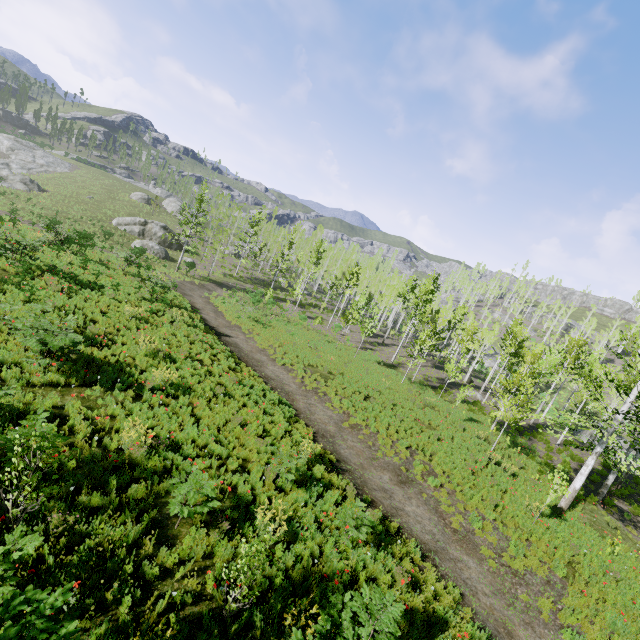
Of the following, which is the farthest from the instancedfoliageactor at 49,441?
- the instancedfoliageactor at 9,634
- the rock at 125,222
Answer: the rock at 125,222

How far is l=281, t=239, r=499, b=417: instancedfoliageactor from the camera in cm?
2698

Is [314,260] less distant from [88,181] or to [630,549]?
[630,549]

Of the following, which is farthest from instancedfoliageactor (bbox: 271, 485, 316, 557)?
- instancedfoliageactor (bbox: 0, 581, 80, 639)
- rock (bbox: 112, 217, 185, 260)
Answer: rock (bbox: 112, 217, 185, 260)

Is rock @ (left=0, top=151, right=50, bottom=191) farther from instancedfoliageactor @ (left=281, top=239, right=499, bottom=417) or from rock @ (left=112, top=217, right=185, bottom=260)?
rock @ (left=112, top=217, right=185, bottom=260)

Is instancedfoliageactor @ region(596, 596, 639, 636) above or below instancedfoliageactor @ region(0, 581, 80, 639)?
below

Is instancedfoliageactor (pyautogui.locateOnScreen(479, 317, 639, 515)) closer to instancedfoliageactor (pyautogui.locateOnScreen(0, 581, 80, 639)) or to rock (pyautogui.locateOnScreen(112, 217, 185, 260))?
instancedfoliageactor (pyautogui.locateOnScreen(0, 581, 80, 639))

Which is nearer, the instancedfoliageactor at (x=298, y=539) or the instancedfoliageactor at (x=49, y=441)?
the instancedfoliageactor at (x=49, y=441)
